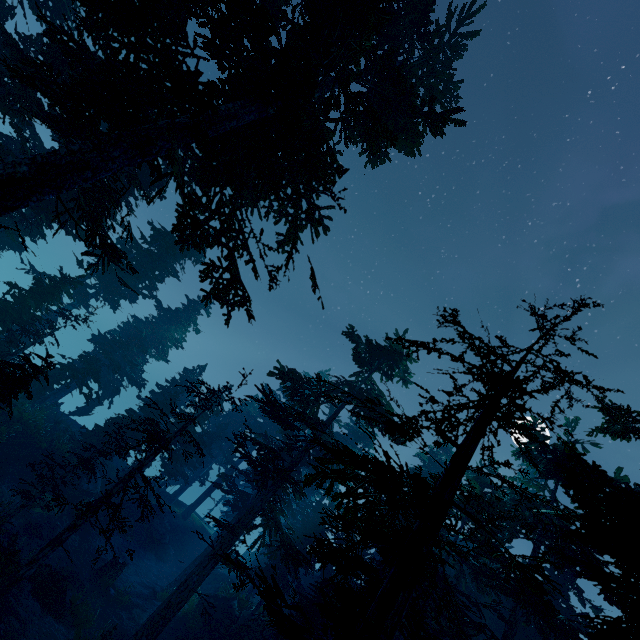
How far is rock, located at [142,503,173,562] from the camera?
27.3m

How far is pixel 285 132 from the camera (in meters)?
10.17

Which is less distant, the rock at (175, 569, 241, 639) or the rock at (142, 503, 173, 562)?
the rock at (175, 569, 241, 639)

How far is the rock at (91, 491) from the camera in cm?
2117

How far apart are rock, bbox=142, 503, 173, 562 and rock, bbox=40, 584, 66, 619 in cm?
1423

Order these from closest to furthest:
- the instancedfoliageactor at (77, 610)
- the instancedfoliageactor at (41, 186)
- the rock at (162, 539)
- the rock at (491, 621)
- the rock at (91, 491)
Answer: the instancedfoliageactor at (41, 186) < the instancedfoliageactor at (77, 610) < the rock at (91, 491) < the rock at (491, 621) < the rock at (162, 539)

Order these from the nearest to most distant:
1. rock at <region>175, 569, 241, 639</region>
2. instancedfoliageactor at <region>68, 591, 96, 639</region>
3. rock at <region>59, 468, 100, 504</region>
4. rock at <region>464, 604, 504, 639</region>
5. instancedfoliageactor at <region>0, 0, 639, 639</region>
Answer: instancedfoliageactor at <region>0, 0, 639, 639</region>
instancedfoliageactor at <region>68, 591, 96, 639</region>
rock at <region>175, 569, 241, 639</region>
rock at <region>59, 468, 100, 504</region>
rock at <region>464, 604, 504, 639</region>

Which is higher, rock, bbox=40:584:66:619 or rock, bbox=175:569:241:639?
rock, bbox=175:569:241:639
